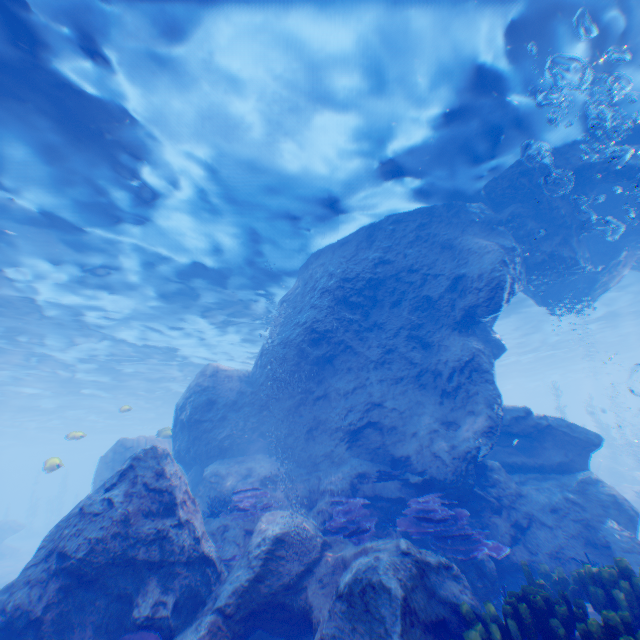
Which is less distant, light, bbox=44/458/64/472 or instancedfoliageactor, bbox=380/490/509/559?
instancedfoliageactor, bbox=380/490/509/559

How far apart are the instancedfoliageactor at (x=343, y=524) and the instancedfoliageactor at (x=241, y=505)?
1.3m

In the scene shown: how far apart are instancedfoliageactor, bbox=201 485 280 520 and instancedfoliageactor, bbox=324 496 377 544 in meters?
1.3 m

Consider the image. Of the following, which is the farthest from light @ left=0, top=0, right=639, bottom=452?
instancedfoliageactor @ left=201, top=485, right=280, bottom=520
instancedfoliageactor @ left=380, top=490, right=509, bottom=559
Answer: instancedfoliageactor @ left=380, top=490, right=509, bottom=559

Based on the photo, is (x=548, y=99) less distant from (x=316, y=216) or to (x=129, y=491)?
(x=316, y=216)

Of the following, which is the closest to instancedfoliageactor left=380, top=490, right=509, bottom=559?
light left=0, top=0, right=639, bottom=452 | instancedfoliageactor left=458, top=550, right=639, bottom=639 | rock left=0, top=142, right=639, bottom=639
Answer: rock left=0, top=142, right=639, bottom=639

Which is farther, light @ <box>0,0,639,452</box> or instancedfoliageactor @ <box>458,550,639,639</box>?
light @ <box>0,0,639,452</box>

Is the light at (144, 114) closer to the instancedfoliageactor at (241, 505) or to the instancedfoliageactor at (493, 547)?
the instancedfoliageactor at (241, 505)
